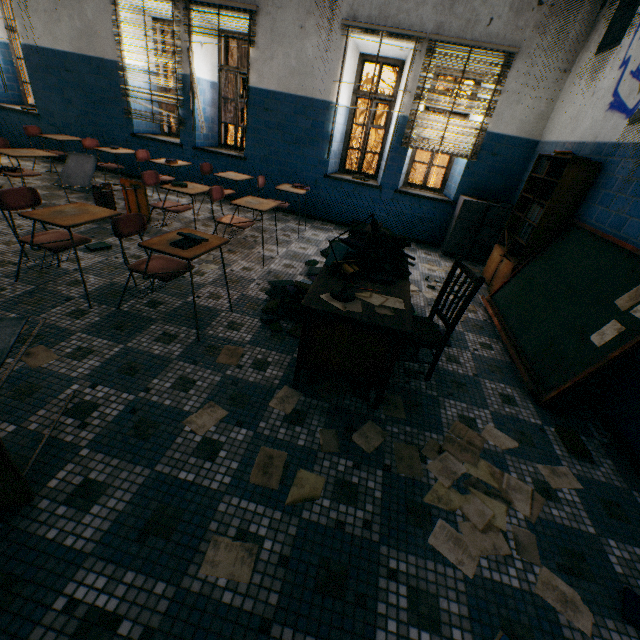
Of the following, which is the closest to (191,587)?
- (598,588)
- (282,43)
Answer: (598,588)

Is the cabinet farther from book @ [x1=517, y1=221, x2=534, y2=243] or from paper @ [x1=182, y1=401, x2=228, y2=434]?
paper @ [x1=182, y1=401, x2=228, y2=434]

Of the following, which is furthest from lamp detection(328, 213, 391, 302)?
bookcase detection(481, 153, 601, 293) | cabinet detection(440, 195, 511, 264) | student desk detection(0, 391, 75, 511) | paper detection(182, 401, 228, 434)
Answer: cabinet detection(440, 195, 511, 264)

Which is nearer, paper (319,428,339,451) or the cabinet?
paper (319,428,339,451)

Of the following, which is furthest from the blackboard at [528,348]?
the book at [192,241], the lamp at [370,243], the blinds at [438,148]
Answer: the book at [192,241]

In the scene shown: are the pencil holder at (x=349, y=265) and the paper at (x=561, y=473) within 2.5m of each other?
yes

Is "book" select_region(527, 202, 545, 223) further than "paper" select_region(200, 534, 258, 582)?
Yes

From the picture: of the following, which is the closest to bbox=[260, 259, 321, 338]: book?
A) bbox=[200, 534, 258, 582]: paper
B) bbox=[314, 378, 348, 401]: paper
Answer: bbox=[314, 378, 348, 401]: paper
